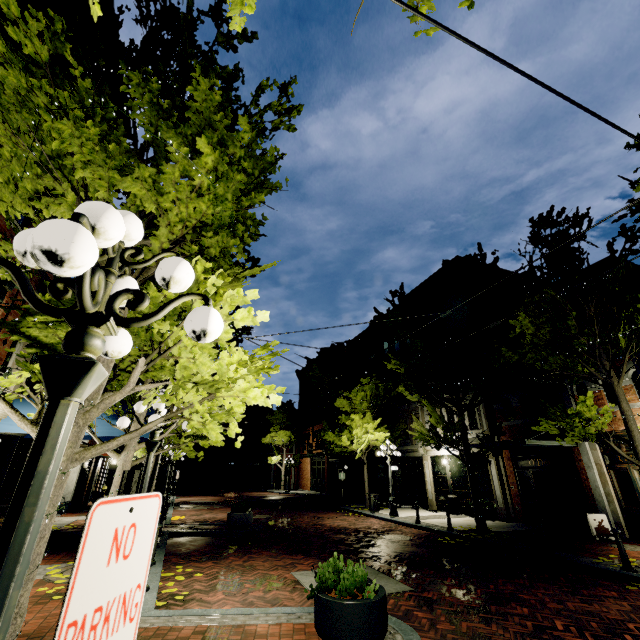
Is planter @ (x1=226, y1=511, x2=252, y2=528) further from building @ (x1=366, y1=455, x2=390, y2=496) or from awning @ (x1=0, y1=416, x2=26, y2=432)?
building @ (x1=366, y1=455, x2=390, y2=496)

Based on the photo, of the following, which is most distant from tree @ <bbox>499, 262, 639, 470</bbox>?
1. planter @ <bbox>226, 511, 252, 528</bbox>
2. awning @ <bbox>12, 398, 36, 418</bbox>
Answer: planter @ <bbox>226, 511, 252, 528</bbox>

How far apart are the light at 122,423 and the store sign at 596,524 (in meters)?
13.96

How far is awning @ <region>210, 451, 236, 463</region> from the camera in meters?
40.7 m

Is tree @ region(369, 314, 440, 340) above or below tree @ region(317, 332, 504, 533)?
above

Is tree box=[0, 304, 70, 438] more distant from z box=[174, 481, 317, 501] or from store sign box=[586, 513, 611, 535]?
store sign box=[586, 513, 611, 535]

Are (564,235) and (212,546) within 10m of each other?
no

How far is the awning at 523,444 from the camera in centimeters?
1209cm
